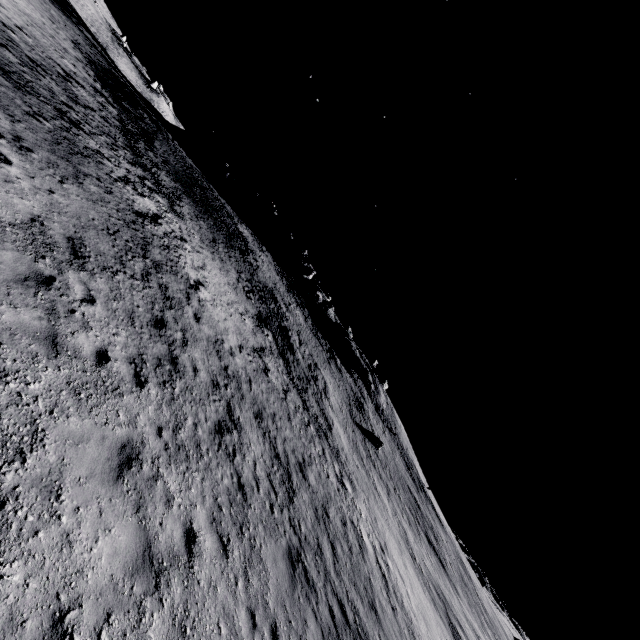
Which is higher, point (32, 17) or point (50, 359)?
point (32, 17)
